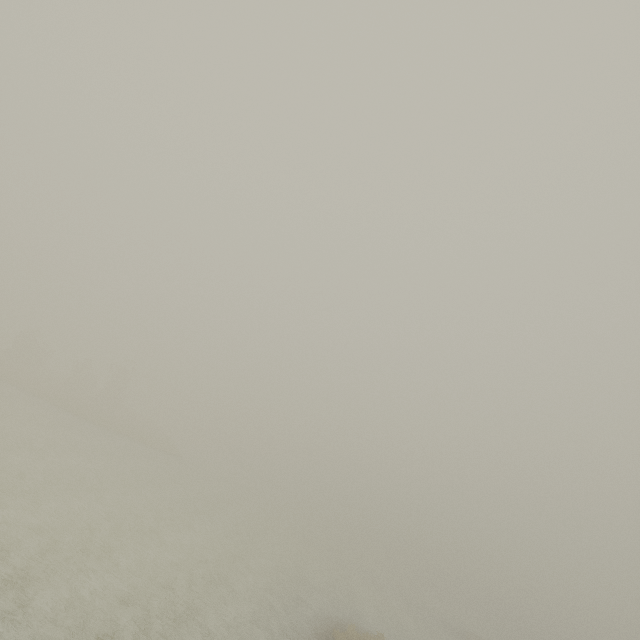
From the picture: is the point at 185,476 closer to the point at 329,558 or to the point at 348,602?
the point at 329,558
